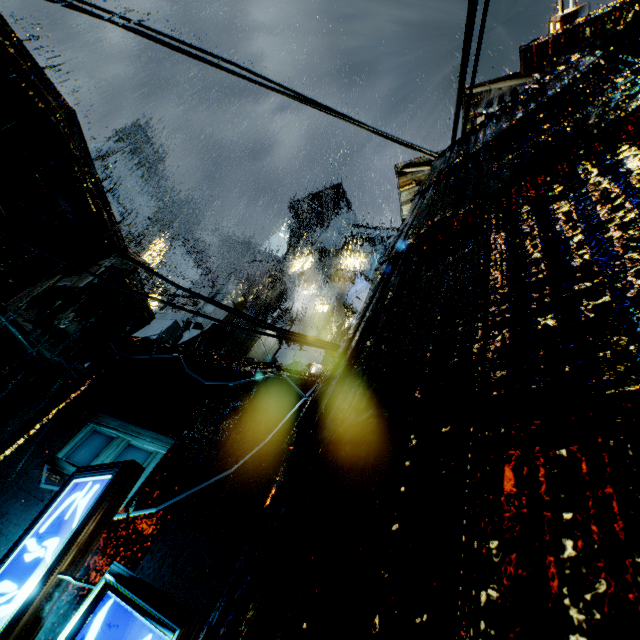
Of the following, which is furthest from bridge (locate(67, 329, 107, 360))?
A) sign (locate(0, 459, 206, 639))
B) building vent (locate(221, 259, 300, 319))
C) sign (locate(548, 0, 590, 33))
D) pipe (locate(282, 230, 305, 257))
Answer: pipe (locate(282, 230, 305, 257))

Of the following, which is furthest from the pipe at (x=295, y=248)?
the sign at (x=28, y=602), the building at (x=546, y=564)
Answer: the sign at (x=28, y=602)

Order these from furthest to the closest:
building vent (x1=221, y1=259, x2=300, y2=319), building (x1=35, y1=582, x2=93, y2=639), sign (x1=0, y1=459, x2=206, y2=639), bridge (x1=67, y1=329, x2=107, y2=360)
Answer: building vent (x1=221, y1=259, x2=300, y2=319)
bridge (x1=67, y1=329, x2=107, y2=360)
building (x1=35, y1=582, x2=93, y2=639)
sign (x1=0, y1=459, x2=206, y2=639)

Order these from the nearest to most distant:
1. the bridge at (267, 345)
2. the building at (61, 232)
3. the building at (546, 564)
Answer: the building at (546, 564) → the building at (61, 232) → the bridge at (267, 345)

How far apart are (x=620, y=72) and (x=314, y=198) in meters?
42.3

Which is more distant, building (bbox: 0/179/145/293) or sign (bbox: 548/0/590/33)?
sign (bbox: 548/0/590/33)

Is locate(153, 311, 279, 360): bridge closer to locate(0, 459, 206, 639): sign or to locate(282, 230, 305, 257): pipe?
locate(0, 459, 206, 639): sign

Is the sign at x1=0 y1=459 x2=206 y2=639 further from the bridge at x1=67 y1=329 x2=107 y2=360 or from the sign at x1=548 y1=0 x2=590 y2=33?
the sign at x1=548 y1=0 x2=590 y2=33
